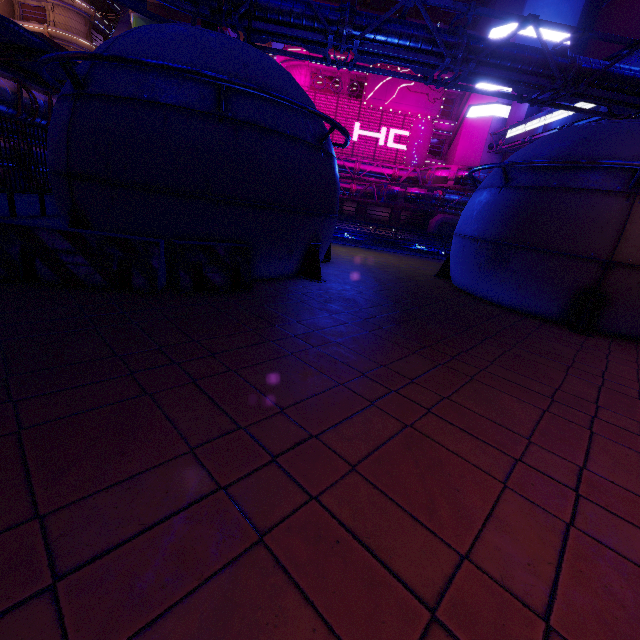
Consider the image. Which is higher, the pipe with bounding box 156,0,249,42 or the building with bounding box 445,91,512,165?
the building with bounding box 445,91,512,165

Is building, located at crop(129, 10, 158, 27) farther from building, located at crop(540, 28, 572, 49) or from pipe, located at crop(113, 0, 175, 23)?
building, located at crop(540, 28, 572, 49)

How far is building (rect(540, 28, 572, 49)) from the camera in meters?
34.2 m

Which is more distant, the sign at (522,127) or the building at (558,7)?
the building at (558,7)

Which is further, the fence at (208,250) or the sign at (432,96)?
the sign at (432,96)

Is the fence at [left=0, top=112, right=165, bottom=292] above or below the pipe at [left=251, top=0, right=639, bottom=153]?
below

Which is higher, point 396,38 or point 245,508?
point 396,38
